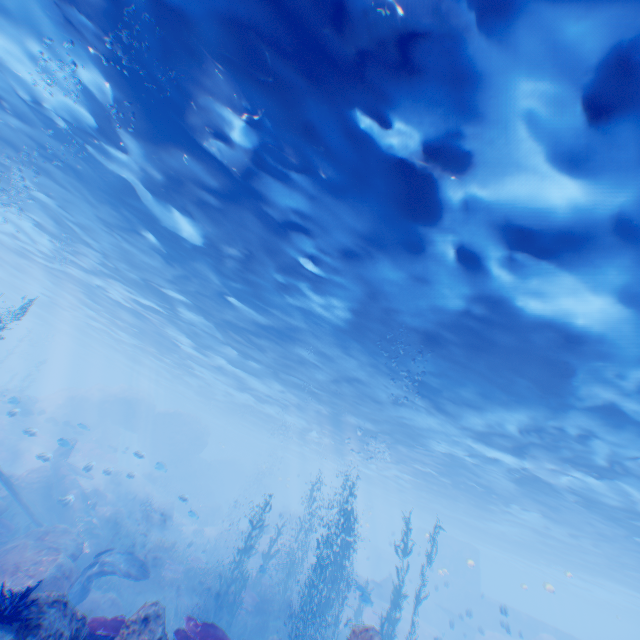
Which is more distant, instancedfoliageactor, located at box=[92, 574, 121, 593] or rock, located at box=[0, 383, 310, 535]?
rock, located at box=[0, 383, 310, 535]

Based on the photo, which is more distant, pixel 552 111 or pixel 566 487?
pixel 566 487

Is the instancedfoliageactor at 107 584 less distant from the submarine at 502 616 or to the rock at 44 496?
the rock at 44 496

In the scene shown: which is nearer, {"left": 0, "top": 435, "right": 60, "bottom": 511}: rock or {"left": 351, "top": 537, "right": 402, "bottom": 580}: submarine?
{"left": 0, "top": 435, "right": 60, "bottom": 511}: rock

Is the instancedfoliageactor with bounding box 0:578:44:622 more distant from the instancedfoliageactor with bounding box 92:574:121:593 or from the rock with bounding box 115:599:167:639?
the instancedfoliageactor with bounding box 92:574:121:593

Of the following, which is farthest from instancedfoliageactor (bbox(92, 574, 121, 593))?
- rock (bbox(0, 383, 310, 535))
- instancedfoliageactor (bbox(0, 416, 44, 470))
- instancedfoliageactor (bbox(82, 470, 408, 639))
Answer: instancedfoliageactor (bbox(0, 416, 44, 470))

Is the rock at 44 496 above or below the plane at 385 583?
below
